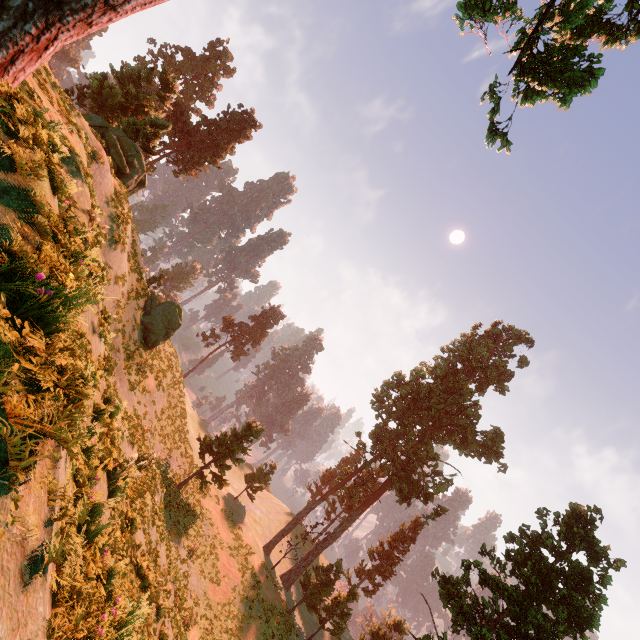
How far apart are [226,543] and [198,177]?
47.5m

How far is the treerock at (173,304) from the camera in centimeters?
2525cm

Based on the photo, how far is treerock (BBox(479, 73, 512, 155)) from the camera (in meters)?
10.34

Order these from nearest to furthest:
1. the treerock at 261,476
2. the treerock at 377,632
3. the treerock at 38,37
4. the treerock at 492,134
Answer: the treerock at 38,37, the treerock at 492,134, the treerock at 377,632, the treerock at 261,476

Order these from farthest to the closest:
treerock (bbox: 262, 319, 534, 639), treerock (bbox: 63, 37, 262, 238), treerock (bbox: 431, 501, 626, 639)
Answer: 1. treerock (bbox: 262, 319, 534, 639)
2. treerock (bbox: 63, 37, 262, 238)
3. treerock (bbox: 431, 501, 626, 639)

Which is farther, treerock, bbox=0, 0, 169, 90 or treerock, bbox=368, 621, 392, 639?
treerock, bbox=368, 621, 392, 639

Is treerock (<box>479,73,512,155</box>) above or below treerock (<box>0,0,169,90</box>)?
above
